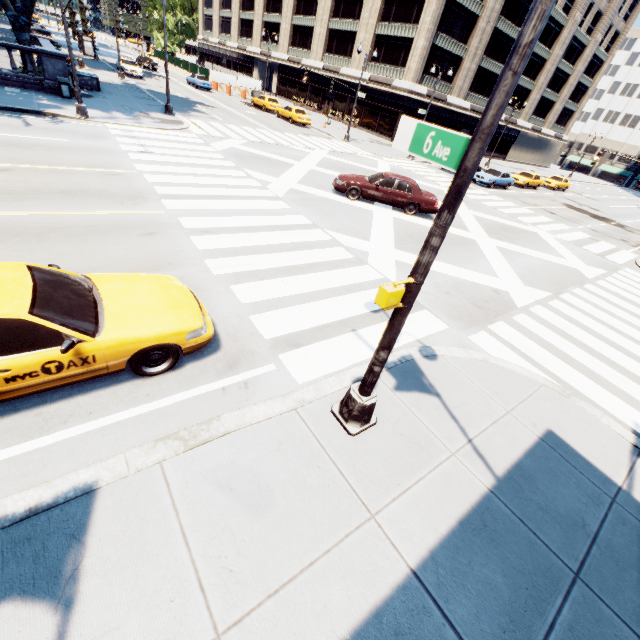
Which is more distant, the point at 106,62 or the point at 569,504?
the point at 106,62

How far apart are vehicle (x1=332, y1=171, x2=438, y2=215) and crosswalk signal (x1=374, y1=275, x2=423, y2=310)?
12.8m

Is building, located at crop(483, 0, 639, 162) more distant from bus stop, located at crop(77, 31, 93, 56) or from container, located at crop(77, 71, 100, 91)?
container, located at crop(77, 71, 100, 91)

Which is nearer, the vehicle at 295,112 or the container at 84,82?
the container at 84,82

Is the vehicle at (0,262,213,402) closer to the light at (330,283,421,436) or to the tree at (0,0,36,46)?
the light at (330,283,421,436)

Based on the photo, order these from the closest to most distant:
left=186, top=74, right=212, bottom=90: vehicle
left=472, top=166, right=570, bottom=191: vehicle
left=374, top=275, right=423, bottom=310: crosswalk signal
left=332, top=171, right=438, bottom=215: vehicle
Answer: left=374, top=275, right=423, bottom=310: crosswalk signal
left=332, top=171, right=438, bottom=215: vehicle
left=472, top=166, right=570, bottom=191: vehicle
left=186, top=74, right=212, bottom=90: vehicle

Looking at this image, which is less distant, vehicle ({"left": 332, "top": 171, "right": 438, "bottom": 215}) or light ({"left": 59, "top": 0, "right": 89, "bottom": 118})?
light ({"left": 59, "top": 0, "right": 89, "bottom": 118})

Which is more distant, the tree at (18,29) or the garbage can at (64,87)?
the tree at (18,29)
